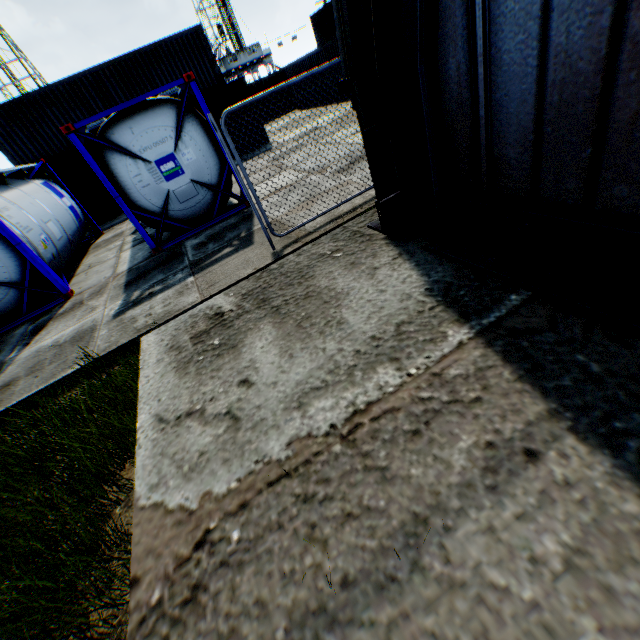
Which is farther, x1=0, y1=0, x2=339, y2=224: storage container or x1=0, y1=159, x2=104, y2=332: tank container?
x1=0, y1=0, x2=339, y2=224: storage container

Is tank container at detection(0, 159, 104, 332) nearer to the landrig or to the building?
the building

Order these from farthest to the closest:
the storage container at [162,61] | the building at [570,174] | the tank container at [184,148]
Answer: the storage container at [162,61]
the tank container at [184,148]
the building at [570,174]

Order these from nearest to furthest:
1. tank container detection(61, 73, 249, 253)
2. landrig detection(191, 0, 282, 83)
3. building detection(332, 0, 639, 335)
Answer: building detection(332, 0, 639, 335), tank container detection(61, 73, 249, 253), landrig detection(191, 0, 282, 83)

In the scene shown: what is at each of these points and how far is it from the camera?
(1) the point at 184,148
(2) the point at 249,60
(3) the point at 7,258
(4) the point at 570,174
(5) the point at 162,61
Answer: (1) tank container, 7.7m
(2) landrig, 52.2m
(3) tank container, 7.3m
(4) building, 2.0m
(5) storage container, 17.5m

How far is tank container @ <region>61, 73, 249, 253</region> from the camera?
7.1 meters

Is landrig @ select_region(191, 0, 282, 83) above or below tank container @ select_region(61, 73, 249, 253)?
above

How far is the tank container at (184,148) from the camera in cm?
710
